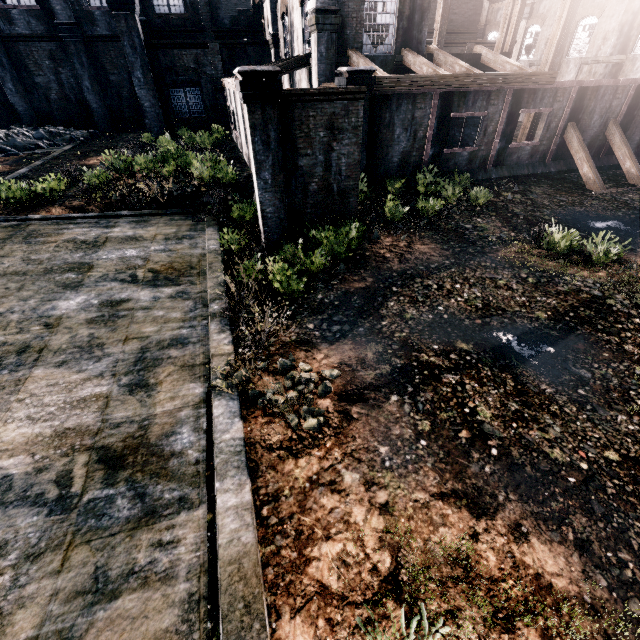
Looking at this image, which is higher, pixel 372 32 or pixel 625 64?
pixel 372 32

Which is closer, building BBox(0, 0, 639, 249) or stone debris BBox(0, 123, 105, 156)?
building BBox(0, 0, 639, 249)

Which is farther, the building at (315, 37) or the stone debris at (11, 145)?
the stone debris at (11, 145)
